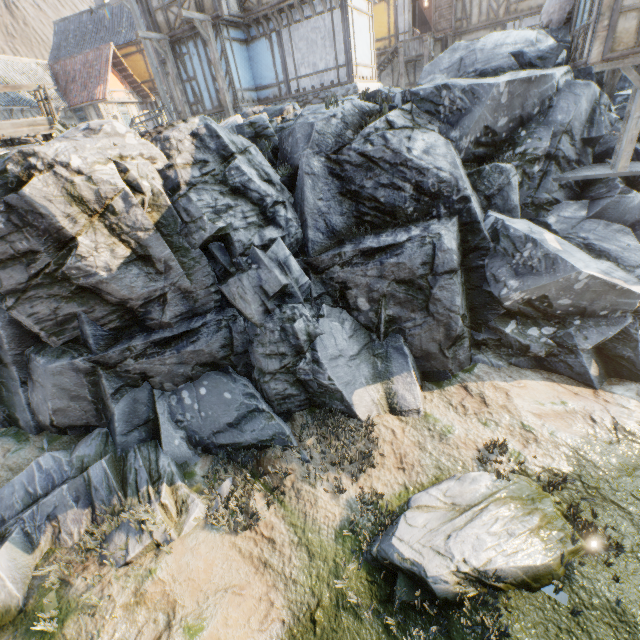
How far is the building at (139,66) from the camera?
23.8 meters

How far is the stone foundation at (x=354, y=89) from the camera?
13.31m

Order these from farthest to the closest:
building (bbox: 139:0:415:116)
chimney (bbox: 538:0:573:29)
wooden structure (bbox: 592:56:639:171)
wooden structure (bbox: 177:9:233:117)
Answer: building (bbox: 139:0:415:116) < wooden structure (bbox: 177:9:233:117) < chimney (bbox: 538:0:573:29) < wooden structure (bbox: 592:56:639:171)

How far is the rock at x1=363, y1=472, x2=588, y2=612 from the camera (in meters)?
5.90

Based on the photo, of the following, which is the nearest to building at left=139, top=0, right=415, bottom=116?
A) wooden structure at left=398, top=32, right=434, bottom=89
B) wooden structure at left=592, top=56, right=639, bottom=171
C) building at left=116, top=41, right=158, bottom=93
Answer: wooden structure at left=398, top=32, right=434, bottom=89

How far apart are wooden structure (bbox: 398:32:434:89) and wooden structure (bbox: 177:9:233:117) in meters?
10.6

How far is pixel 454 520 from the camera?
6.7 meters

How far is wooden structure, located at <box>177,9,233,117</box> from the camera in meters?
12.1 m
